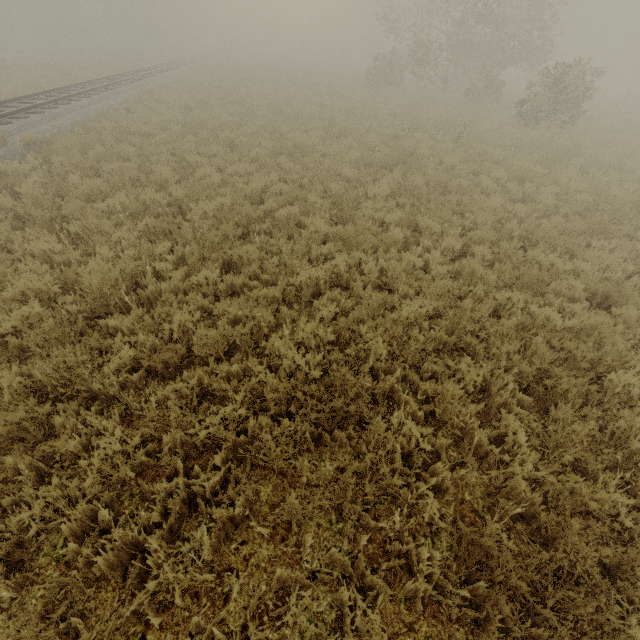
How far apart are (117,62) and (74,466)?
46.85m
